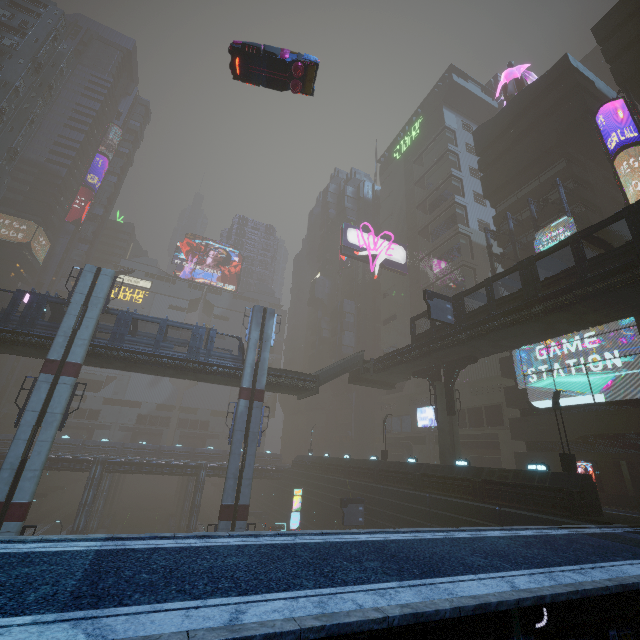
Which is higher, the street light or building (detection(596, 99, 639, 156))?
building (detection(596, 99, 639, 156))

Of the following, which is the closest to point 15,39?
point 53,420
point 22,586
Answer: point 53,420

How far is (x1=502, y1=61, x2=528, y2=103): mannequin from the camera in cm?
4150

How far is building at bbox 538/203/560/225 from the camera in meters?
32.4

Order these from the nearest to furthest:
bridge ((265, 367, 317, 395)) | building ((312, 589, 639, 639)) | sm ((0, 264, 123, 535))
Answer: building ((312, 589, 639, 639)) < sm ((0, 264, 123, 535)) < bridge ((265, 367, 317, 395))

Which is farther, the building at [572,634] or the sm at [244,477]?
the sm at [244,477]

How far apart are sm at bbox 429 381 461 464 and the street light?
9.38m

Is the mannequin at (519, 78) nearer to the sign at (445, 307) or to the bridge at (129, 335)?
the sign at (445, 307)
